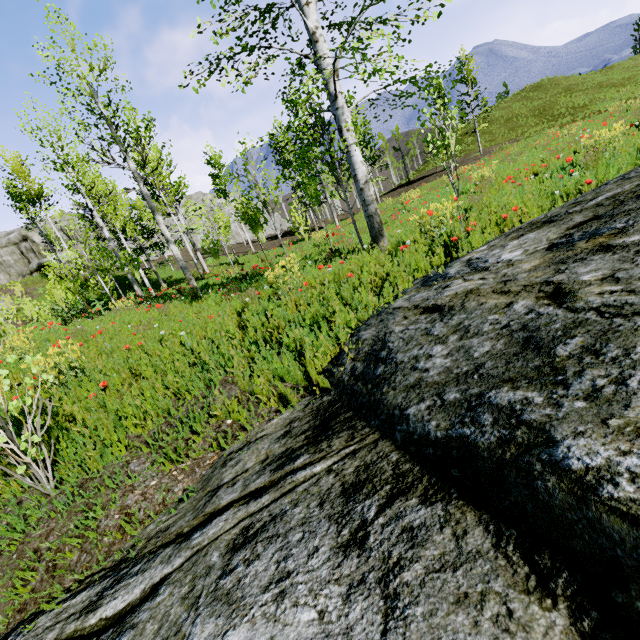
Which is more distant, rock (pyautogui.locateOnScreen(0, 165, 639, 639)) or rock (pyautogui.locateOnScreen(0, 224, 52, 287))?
rock (pyautogui.locateOnScreen(0, 224, 52, 287))

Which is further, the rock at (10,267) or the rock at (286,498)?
the rock at (10,267)

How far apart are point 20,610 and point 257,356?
2.26m

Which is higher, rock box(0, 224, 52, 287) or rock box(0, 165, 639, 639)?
rock box(0, 224, 52, 287)

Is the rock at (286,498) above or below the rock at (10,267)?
below
